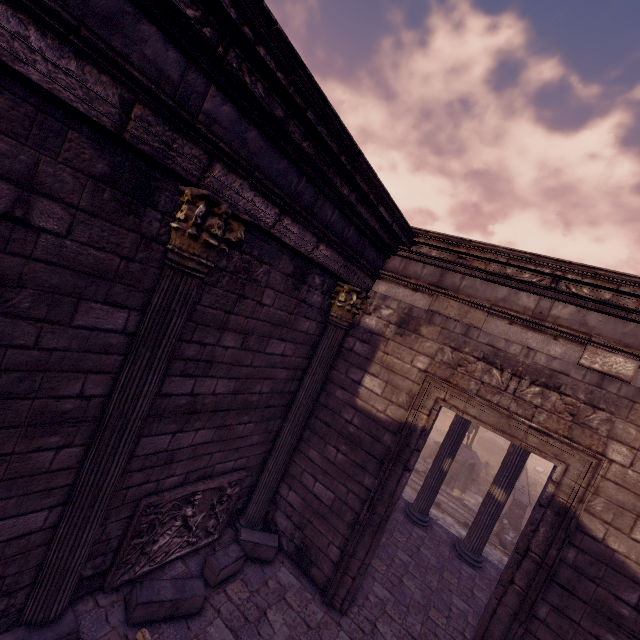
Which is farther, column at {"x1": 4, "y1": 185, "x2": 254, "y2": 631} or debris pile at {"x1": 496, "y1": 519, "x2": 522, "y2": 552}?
debris pile at {"x1": 496, "y1": 519, "x2": 522, "y2": 552}

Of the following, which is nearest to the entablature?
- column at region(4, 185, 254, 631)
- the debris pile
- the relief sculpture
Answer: column at region(4, 185, 254, 631)

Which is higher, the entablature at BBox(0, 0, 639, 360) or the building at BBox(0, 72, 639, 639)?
the entablature at BBox(0, 0, 639, 360)

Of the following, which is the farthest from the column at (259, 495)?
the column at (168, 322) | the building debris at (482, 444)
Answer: the building debris at (482, 444)

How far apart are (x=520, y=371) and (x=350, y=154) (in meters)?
3.67

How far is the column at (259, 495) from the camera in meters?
5.7 m

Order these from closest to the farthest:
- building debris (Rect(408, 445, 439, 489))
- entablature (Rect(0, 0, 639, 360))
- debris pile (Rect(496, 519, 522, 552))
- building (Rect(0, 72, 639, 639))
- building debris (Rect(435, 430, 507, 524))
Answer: entablature (Rect(0, 0, 639, 360)), building (Rect(0, 72, 639, 639)), debris pile (Rect(496, 519, 522, 552)), building debris (Rect(435, 430, 507, 524)), building debris (Rect(408, 445, 439, 489))

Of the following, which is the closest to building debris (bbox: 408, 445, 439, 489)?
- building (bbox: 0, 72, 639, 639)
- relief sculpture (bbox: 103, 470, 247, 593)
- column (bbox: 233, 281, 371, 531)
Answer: building (bbox: 0, 72, 639, 639)
